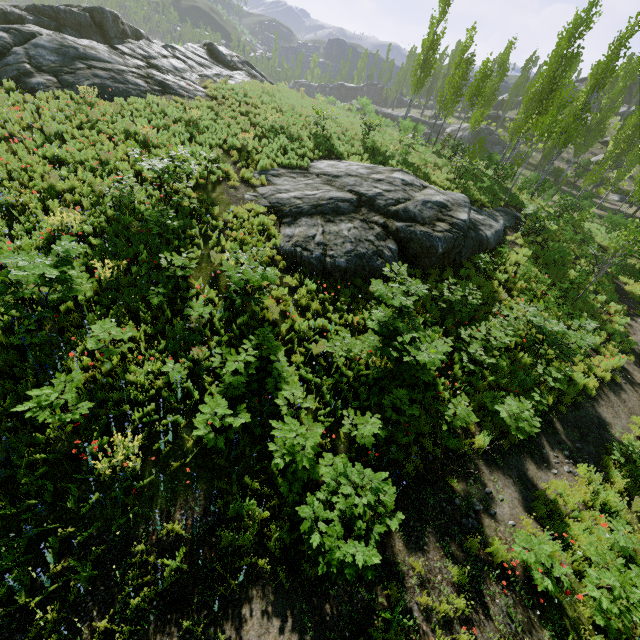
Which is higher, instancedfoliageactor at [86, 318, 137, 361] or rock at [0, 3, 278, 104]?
rock at [0, 3, 278, 104]

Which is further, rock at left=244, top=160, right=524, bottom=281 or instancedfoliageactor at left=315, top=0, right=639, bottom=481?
rock at left=244, top=160, right=524, bottom=281

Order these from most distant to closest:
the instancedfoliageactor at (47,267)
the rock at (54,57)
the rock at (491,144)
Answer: the rock at (491,144), the rock at (54,57), the instancedfoliageactor at (47,267)

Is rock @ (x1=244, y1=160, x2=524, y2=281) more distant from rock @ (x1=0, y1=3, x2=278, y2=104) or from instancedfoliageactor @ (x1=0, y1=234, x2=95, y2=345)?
rock @ (x1=0, y1=3, x2=278, y2=104)

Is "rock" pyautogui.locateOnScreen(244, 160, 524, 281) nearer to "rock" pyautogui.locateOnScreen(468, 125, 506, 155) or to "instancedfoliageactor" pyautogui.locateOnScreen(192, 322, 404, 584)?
"instancedfoliageactor" pyautogui.locateOnScreen(192, 322, 404, 584)

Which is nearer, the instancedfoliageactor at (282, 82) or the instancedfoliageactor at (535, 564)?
the instancedfoliageactor at (535, 564)

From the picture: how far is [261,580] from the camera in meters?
5.4

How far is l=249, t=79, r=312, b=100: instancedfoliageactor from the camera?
23.05m
